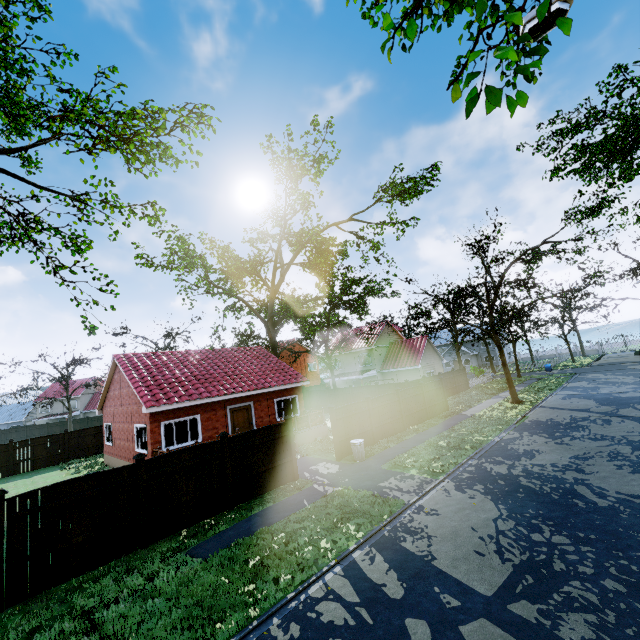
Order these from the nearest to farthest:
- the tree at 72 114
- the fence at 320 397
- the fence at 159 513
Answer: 1. the fence at 159 513
2. the tree at 72 114
3. the fence at 320 397

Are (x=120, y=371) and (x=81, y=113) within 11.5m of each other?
no

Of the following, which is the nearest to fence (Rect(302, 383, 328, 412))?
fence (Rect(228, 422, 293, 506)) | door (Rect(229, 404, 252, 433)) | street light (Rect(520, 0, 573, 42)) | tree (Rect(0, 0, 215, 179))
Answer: fence (Rect(228, 422, 293, 506))

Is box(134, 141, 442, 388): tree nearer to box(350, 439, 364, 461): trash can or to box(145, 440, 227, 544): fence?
box(145, 440, 227, 544): fence

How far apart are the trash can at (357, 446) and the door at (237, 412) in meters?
6.9 m

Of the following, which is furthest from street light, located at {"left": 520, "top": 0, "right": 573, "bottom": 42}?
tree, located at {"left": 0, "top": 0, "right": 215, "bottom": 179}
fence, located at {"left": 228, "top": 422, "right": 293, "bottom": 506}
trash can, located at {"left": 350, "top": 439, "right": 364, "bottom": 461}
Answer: trash can, located at {"left": 350, "top": 439, "right": 364, "bottom": 461}

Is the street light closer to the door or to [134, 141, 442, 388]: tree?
[134, 141, 442, 388]: tree

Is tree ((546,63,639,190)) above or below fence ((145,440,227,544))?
above
